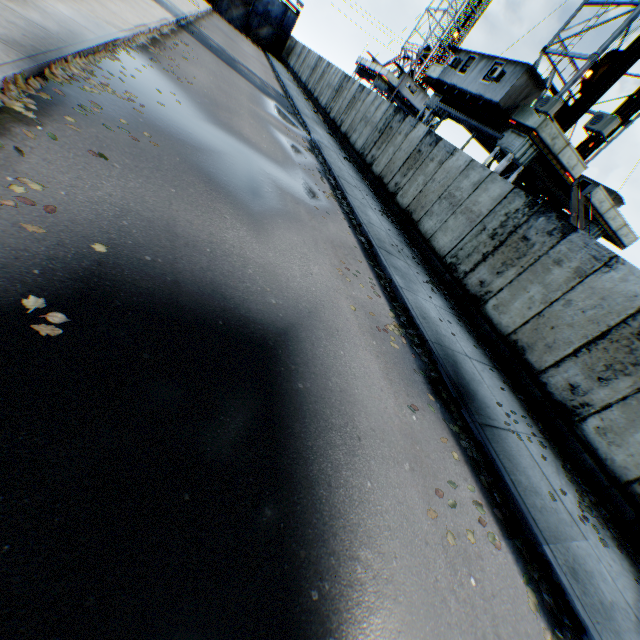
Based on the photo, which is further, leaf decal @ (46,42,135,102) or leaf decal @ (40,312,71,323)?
leaf decal @ (46,42,135,102)

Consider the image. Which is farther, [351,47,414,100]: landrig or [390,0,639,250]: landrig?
[351,47,414,100]: landrig

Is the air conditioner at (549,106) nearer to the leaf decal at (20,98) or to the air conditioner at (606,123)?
the air conditioner at (606,123)

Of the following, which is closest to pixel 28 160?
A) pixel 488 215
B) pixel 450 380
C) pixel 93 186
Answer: pixel 93 186

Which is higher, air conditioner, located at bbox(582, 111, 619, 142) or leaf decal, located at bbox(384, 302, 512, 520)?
air conditioner, located at bbox(582, 111, 619, 142)

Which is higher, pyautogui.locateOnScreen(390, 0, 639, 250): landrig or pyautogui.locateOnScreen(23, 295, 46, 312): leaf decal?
pyautogui.locateOnScreen(390, 0, 639, 250): landrig

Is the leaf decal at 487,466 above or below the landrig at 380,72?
below

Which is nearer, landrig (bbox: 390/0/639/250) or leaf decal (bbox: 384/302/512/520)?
leaf decal (bbox: 384/302/512/520)
